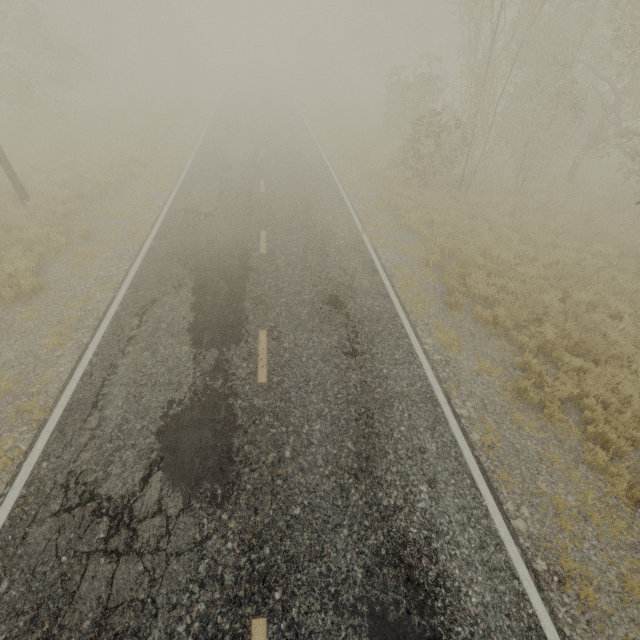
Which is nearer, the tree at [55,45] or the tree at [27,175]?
the tree at [27,175]

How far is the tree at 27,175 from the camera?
12.7m

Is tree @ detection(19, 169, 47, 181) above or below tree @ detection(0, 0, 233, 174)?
above

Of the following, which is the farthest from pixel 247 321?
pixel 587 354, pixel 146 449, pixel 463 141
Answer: pixel 463 141

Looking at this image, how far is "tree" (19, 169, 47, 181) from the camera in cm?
1269

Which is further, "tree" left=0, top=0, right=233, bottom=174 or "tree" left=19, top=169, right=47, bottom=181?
"tree" left=0, top=0, right=233, bottom=174
